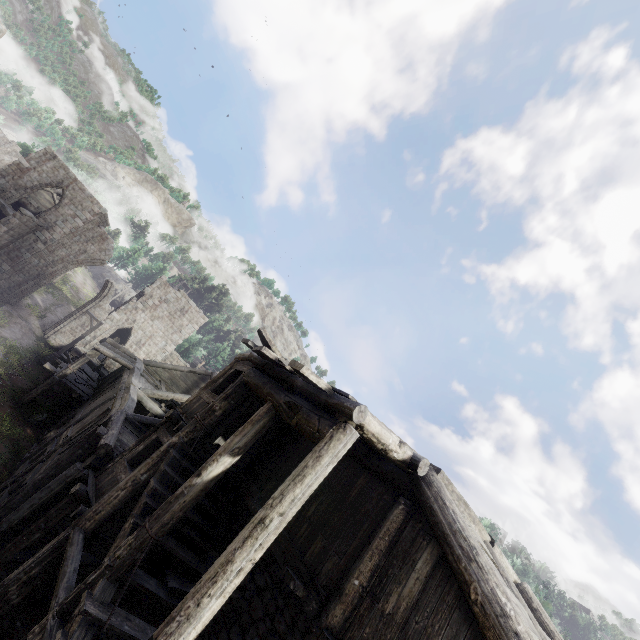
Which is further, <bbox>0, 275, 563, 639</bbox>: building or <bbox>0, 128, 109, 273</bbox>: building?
<bbox>0, 128, 109, 273</bbox>: building

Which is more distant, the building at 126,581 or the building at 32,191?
the building at 32,191

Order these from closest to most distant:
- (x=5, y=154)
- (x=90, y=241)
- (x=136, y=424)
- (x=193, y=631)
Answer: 1. (x=193, y=631)
2. (x=136, y=424)
3. (x=90, y=241)
4. (x=5, y=154)
